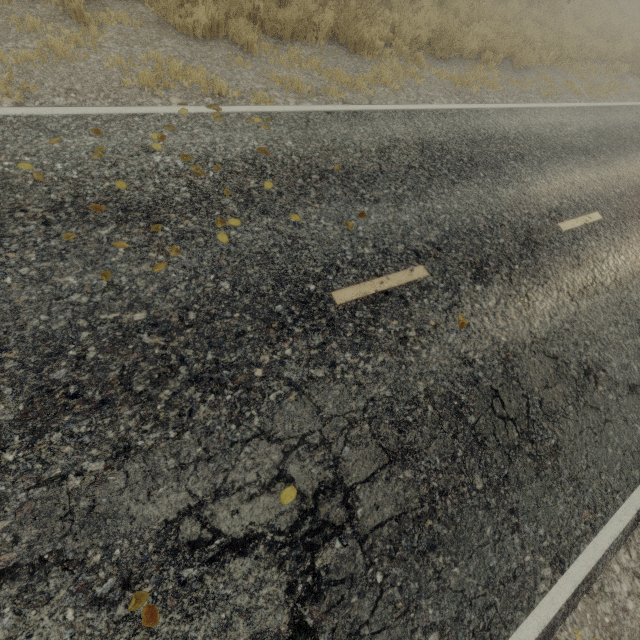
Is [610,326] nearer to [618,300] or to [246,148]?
[618,300]
